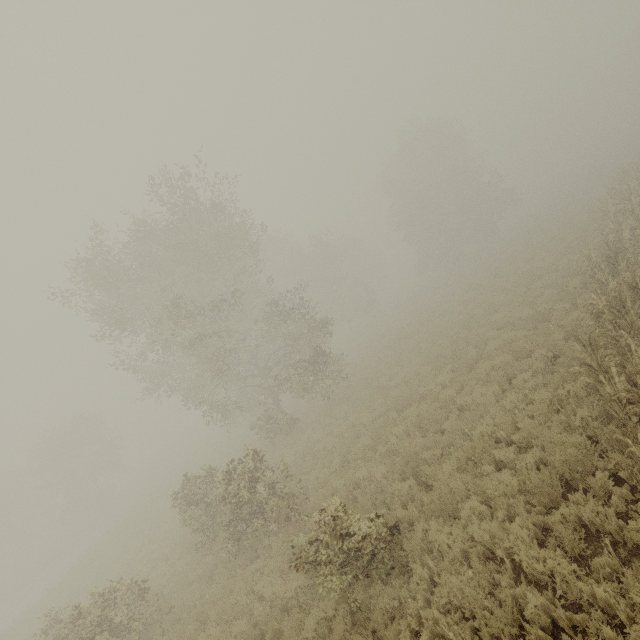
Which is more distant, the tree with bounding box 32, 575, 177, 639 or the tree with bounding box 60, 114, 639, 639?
the tree with bounding box 32, 575, 177, 639

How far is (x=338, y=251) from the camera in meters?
41.2

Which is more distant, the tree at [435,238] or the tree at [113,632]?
the tree at [113,632]
